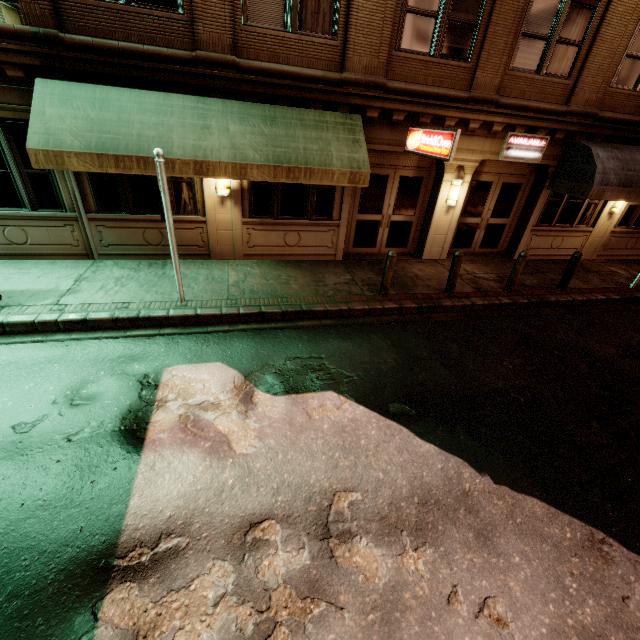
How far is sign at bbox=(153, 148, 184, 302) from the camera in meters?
5.8

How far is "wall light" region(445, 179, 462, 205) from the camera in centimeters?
986cm

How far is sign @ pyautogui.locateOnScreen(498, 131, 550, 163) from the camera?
9.6 meters

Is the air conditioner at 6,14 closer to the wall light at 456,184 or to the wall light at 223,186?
the wall light at 223,186

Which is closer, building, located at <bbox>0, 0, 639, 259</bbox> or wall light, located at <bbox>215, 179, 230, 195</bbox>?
building, located at <bbox>0, 0, 639, 259</bbox>

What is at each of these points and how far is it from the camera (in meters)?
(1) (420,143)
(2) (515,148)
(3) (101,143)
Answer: (1) sign, 8.27
(2) sign, 9.73
(3) awning, 6.41

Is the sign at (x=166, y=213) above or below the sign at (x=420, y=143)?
below

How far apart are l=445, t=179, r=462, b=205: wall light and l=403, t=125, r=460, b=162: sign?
1.82m
